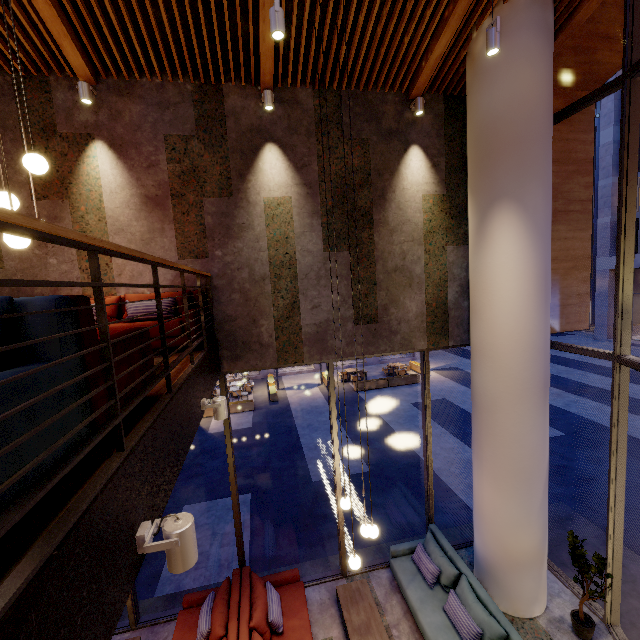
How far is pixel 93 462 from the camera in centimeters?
166cm

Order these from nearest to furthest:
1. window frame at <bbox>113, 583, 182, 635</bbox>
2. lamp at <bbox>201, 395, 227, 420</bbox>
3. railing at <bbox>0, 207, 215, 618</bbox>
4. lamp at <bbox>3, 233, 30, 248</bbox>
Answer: railing at <bbox>0, 207, 215, 618</bbox>, lamp at <bbox>3, 233, 30, 248</bbox>, lamp at <bbox>201, 395, 227, 420</bbox>, window frame at <bbox>113, 583, 182, 635</bbox>

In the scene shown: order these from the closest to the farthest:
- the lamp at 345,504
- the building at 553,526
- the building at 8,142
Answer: the lamp at 345,504 → the building at 8,142 → the building at 553,526

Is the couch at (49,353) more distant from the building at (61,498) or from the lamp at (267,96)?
the lamp at (267,96)

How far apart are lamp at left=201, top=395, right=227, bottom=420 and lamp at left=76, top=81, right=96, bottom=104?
4.74m

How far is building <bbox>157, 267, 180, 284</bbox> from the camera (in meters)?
5.36

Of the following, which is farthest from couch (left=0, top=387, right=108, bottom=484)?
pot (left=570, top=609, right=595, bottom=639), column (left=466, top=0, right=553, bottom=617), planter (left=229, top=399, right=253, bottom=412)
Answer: planter (left=229, top=399, right=253, bottom=412)

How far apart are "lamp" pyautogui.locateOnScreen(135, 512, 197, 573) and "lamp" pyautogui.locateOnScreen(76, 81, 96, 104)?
5.8 meters
